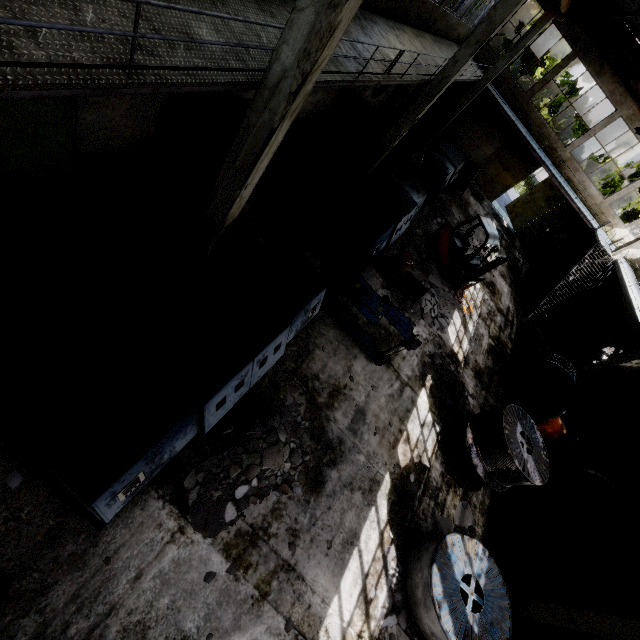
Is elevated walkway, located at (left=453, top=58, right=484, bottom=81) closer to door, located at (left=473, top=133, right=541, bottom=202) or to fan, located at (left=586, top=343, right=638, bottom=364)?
fan, located at (left=586, top=343, right=638, bottom=364)

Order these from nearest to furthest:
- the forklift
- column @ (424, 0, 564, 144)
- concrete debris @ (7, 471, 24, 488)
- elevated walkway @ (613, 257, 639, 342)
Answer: concrete debris @ (7, 471, 24, 488) → the forklift → elevated walkway @ (613, 257, 639, 342) → column @ (424, 0, 564, 144)

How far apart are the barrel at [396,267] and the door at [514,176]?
16.4 meters

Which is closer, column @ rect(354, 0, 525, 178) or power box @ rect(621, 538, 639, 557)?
column @ rect(354, 0, 525, 178)

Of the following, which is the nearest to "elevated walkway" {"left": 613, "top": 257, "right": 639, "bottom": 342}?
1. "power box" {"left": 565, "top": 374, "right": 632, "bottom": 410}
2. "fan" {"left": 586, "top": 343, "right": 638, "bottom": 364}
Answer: "fan" {"left": 586, "top": 343, "right": 638, "bottom": 364}

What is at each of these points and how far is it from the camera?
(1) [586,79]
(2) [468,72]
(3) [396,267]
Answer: (1) storage tank, 51.9m
(2) elevated walkway, 16.2m
(3) barrel, 11.0m

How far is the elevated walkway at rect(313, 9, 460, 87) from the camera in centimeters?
624cm

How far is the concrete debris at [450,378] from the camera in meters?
10.5
